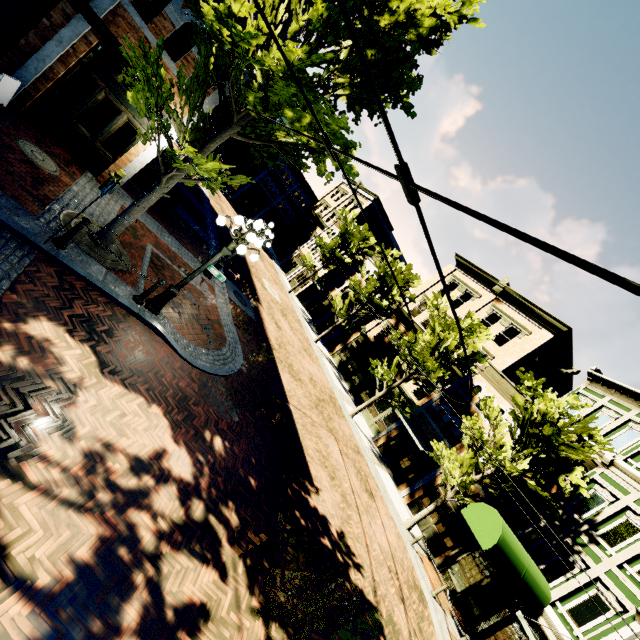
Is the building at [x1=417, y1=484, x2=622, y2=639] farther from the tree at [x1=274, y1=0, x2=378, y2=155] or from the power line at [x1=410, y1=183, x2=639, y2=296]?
the power line at [x1=410, y1=183, x2=639, y2=296]

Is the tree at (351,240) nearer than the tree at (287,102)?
No

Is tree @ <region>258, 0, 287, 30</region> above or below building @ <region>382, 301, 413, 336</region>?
below

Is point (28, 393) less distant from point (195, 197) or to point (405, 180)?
point (405, 180)

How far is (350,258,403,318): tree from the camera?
25.0m

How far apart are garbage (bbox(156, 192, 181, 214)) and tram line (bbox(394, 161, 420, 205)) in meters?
14.5 m

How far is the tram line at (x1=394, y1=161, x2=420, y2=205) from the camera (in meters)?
1.71

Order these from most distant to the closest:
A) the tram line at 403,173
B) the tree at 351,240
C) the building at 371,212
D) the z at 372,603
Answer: the building at 371,212, the tree at 351,240, the z at 372,603, the tram line at 403,173
